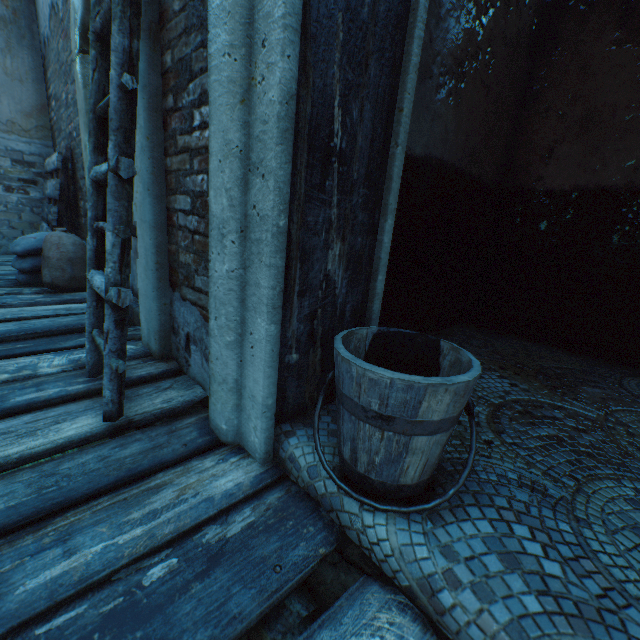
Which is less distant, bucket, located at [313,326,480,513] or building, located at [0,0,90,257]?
bucket, located at [313,326,480,513]

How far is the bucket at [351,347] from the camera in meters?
0.8

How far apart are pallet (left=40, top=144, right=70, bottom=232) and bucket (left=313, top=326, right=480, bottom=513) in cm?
419

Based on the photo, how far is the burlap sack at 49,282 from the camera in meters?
3.1 m

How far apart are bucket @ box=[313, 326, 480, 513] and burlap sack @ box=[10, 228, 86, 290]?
3.29m

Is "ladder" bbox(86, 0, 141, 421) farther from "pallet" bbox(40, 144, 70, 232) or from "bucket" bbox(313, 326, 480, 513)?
"pallet" bbox(40, 144, 70, 232)

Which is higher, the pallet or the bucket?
the pallet

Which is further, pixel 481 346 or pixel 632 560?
pixel 481 346
